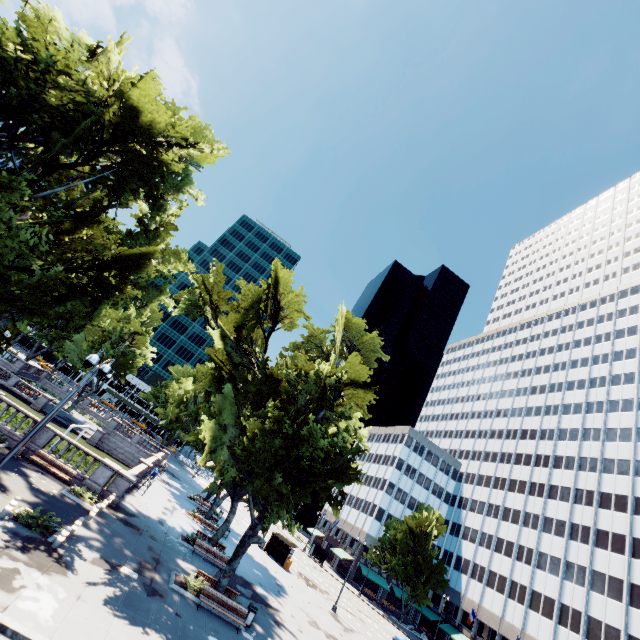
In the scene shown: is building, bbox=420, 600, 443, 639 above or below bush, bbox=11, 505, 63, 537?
above

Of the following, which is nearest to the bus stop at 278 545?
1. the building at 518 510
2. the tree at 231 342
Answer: the building at 518 510

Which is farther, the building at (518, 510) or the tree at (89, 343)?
the tree at (89, 343)

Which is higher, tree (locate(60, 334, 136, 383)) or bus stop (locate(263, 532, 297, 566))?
tree (locate(60, 334, 136, 383))

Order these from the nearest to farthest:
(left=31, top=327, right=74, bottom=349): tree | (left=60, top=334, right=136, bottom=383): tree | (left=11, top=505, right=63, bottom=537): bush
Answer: (left=11, top=505, right=63, bottom=537): bush → (left=60, top=334, right=136, bottom=383): tree → (left=31, top=327, right=74, bottom=349): tree

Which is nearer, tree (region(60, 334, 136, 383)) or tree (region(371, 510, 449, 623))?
tree (region(371, 510, 449, 623))

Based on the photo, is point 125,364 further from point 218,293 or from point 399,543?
point 399,543

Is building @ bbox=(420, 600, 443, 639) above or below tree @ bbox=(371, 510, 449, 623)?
below
